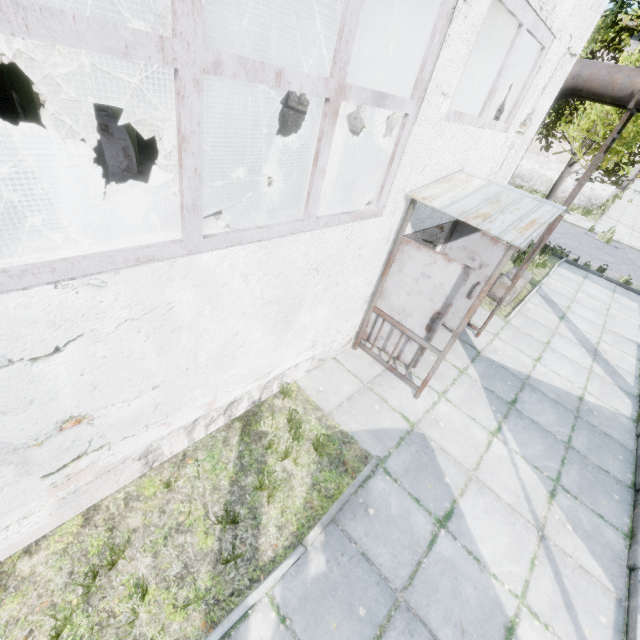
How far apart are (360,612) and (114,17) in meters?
22.0 m

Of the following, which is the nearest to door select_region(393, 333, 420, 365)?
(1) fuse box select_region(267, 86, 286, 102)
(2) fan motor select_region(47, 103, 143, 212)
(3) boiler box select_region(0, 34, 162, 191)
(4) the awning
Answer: (4) the awning

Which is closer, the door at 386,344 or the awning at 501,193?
the awning at 501,193

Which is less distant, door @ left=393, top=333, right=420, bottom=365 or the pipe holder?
door @ left=393, top=333, right=420, bottom=365

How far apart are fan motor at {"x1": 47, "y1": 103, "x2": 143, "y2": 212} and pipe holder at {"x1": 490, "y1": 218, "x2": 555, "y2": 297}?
9.9m

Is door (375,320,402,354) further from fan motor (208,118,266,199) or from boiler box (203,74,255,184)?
boiler box (203,74,255,184)

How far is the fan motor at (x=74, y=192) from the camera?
7.2 meters

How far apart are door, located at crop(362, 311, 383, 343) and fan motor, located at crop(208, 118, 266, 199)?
6.8m
